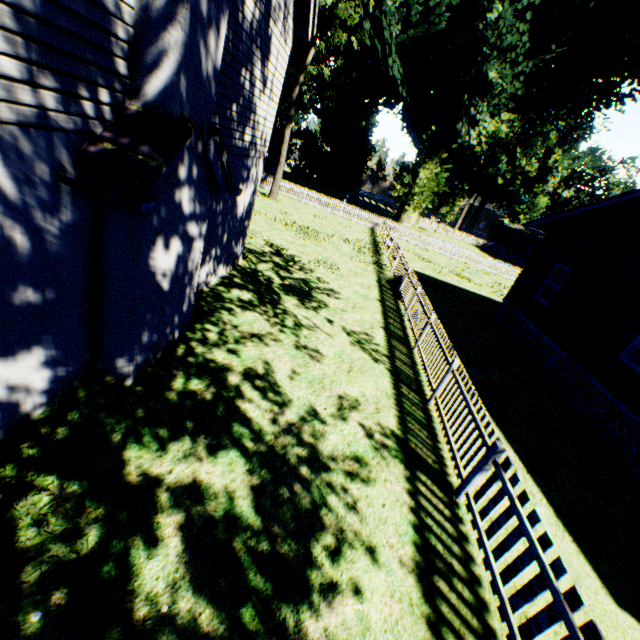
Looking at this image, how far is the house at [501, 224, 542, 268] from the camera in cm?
4359

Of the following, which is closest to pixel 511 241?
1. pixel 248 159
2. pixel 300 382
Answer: pixel 248 159

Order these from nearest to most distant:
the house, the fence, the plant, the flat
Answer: the fence, the flat, the plant, the house

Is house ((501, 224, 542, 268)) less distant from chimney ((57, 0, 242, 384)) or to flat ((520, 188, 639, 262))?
flat ((520, 188, 639, 262))

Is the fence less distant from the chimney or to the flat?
the flat

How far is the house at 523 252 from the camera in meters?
43.6

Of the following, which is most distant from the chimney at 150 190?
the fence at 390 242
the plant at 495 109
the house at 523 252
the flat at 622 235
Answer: the house at 523 252
